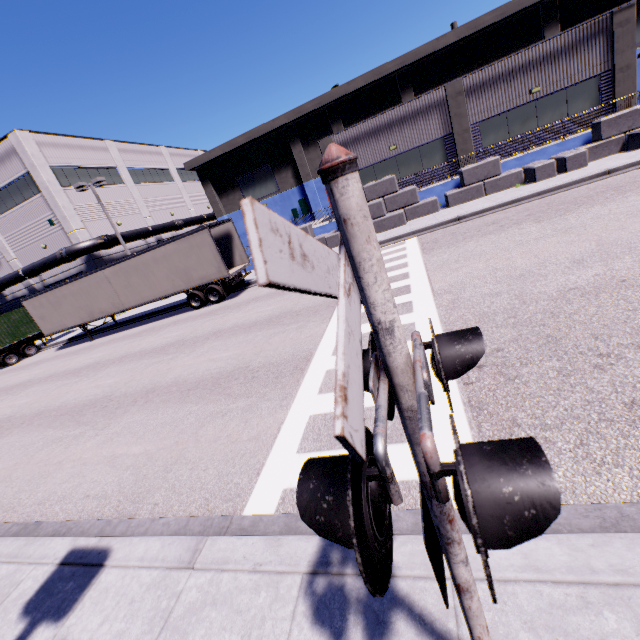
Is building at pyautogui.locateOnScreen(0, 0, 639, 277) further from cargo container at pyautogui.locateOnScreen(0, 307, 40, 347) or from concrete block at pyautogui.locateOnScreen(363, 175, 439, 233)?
cargo container at pyautogui.locateOnScreen(0, 307, 40, 347)

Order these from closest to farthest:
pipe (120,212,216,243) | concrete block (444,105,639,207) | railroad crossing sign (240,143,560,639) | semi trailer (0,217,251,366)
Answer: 1. railroad crossing sign (240,143,560,639)
2. concrete block (444,105,639,207)
3. semi trailer (0,217,251,366)
4. pipe (120,212,216,243)

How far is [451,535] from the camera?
1.3 meters

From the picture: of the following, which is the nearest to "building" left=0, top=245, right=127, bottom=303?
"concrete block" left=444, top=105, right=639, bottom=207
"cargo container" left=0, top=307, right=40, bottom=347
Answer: "concrete block" left=444, top=105, right=639, bottom=207

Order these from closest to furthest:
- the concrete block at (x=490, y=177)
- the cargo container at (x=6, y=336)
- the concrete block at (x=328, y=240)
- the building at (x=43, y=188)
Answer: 1. the concrete block at (x=490, y=177)
2. the building at (x=43, y=188)
3. the concrete block at (x=328, y=240)
4. the cargo container at (x=6, y=336)

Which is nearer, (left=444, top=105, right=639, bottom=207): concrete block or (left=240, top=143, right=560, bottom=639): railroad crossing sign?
(left=240, top=143, right=560, bottom=639): railroad crossing sign

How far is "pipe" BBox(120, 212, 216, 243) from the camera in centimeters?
2903cm

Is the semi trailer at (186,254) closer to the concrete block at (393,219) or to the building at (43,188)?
the building at (43,188)
